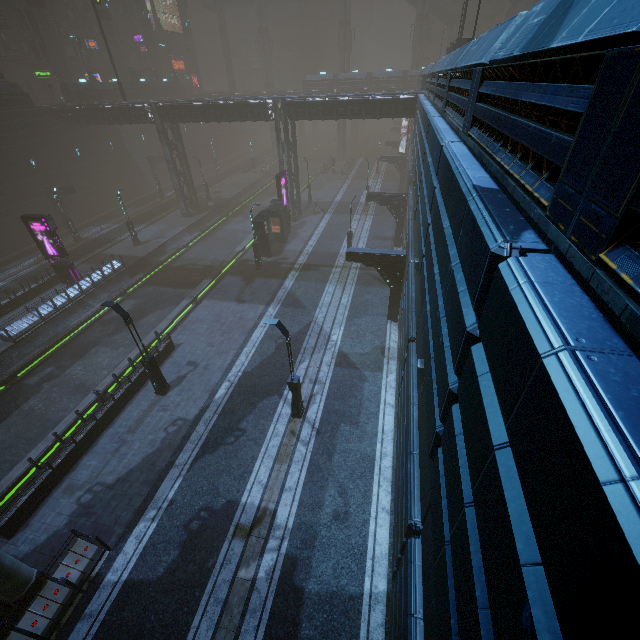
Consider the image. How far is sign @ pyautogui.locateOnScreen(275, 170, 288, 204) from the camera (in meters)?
31.06

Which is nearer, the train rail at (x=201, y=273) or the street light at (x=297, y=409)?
the street light at (x=297, y=409)

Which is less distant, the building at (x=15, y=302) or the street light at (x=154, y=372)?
the street light at (x=154, y=372)

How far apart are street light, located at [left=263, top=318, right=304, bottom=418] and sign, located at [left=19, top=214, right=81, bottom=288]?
21.5m

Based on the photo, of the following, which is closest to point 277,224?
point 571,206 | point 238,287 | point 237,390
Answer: point 238,287

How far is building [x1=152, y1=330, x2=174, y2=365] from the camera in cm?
1870

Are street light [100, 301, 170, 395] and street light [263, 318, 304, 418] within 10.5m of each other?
yes

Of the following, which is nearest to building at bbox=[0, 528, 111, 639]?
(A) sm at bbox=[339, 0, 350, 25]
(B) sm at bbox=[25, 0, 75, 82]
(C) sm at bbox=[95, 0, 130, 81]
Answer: (C) sm at bbox=[95, 0, 130, 81]
